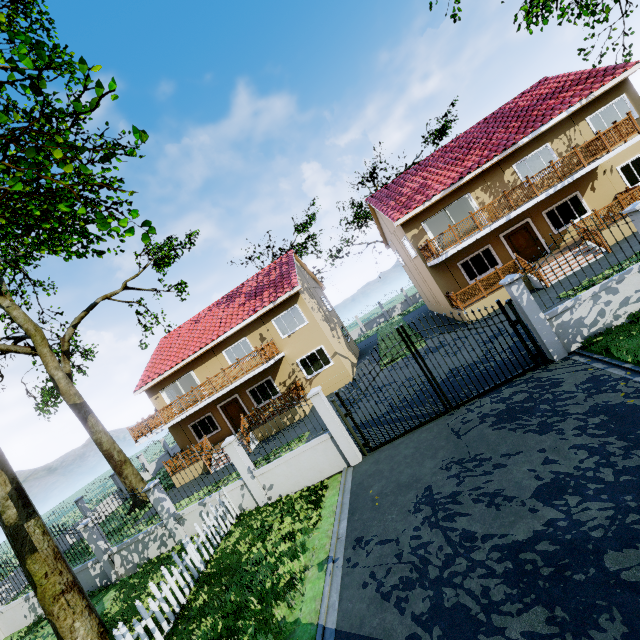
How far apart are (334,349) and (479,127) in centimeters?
1739cm

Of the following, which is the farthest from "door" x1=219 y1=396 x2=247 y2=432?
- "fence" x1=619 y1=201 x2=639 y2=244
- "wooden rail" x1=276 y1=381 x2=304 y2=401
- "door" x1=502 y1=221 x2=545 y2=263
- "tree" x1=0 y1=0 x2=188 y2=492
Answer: "door" x1=502 y1=221 x2=545 y2=263

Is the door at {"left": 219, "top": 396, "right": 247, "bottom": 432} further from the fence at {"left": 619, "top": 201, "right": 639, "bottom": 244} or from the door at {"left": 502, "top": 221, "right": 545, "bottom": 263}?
the door at {"left": 502, "top": 221, "right": 545, "bottom": 263}

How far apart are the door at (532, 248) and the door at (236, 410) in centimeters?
1861cm

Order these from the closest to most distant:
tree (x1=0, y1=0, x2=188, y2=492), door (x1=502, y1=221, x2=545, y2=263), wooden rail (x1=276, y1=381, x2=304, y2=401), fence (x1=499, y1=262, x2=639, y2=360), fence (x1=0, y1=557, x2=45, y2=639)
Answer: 1. tree (x1=0, y1=0, x2=188, y2=492)
2. fence (x1=499, y1=262, x2=639, y2=360)
3. fence (x1=0, y1=557, x2=45, y2=639)
4. door (x1=502, y1=221, x2=545, y2=263)
5. wooden rail (x1=276, y1=381, x2=304, y2=401)

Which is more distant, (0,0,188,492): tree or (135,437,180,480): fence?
(135,437,180,480): fence

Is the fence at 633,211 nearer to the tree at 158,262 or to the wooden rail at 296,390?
the tree at 158,262

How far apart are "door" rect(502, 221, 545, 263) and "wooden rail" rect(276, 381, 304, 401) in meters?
14.4
